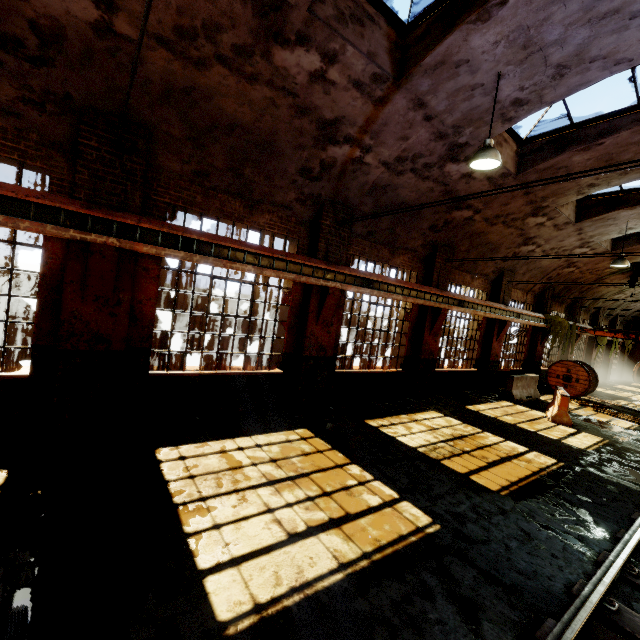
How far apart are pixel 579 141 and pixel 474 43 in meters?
4.6 m

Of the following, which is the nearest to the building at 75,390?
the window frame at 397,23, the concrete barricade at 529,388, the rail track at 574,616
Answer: the window frame at 397,23

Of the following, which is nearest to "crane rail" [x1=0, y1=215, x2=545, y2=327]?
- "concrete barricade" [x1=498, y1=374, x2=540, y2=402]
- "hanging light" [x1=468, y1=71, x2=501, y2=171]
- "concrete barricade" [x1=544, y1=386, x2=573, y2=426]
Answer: "concrete barricade" [x1=498, y1=374, x2=540, y2=402]

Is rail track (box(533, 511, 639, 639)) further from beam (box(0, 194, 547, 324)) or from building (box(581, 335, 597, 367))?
beam (box(0, 194, 547, 324))

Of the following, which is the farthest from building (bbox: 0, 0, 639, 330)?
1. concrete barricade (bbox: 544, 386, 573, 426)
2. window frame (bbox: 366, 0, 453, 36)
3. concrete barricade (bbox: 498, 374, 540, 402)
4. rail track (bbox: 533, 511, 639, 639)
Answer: rail track (bbox: 533, 511, 639, 639)

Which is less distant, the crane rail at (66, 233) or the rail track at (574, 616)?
the rail track at (574, 616)

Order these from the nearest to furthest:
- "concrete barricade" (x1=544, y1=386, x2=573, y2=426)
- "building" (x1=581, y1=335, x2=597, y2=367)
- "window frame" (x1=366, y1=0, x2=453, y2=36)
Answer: "window frame" (x1=366, y1=0, x2=453, y2=36) < "concrete barricade" (x1=544, y1=386, x2=573, y2=426) < "building" (x1=581, y1=335, x2=597, y2=367)

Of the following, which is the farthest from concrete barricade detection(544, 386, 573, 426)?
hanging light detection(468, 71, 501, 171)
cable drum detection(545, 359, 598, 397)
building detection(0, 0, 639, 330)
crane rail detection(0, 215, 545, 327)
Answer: hanging light detection(468, 71, 501, 171)
